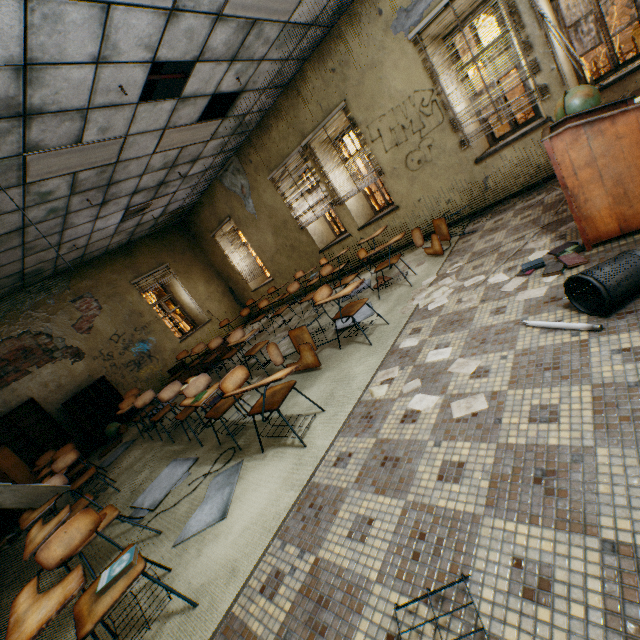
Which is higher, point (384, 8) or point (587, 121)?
point (384, 8)

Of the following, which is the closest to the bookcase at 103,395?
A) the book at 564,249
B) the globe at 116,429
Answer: the globe at 116,429

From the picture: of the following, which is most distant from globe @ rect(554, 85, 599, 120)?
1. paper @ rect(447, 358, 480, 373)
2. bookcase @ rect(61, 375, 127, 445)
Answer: bookcase @ rect(61, 375, 127, 445)

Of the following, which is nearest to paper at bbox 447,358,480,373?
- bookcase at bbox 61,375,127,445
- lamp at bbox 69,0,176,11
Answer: lamp at bbox 69,0,176,11

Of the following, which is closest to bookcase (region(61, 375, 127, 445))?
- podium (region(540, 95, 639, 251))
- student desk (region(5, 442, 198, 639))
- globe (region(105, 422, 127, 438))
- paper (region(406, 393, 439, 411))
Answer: globe (region(105, 422, 127, 438))

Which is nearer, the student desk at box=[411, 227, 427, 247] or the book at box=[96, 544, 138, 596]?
the book at box=[96, 544, 138, 596]

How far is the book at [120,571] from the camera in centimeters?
178cm

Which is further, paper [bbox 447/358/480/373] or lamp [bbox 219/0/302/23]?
lamp [bbox 219/0/302/23]
